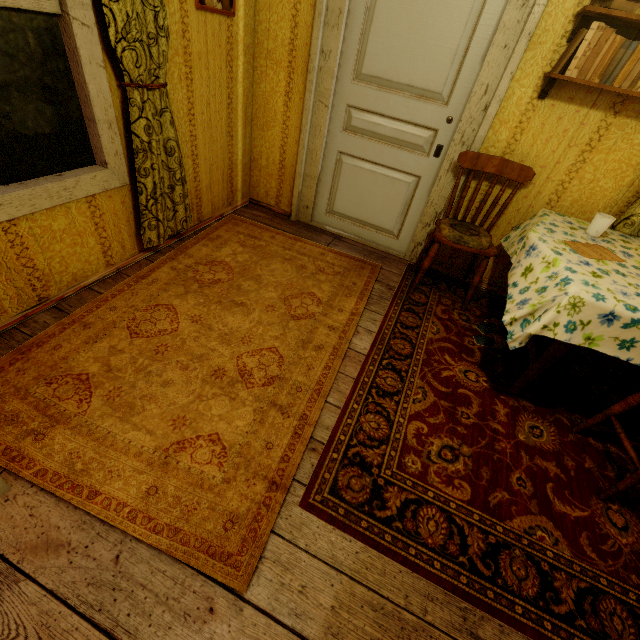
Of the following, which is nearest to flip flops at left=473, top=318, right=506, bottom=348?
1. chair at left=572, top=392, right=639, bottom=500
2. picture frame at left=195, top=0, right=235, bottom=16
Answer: chair at left=572, top=392, right=639, bottom=500

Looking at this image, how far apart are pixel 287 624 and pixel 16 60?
2.68m

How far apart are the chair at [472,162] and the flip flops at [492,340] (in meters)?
0.19

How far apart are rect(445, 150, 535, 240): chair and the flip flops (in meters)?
0.19

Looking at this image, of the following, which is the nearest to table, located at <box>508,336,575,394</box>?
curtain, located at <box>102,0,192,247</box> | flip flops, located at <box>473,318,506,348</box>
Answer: flip flops, located at <box>473,318,506,348</box>

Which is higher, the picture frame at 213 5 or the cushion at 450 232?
the picture frame at 213 5

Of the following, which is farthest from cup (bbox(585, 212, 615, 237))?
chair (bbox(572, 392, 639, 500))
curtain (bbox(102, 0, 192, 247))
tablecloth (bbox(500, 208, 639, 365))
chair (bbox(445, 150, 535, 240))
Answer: curtain (bbox(102, 0, 192, 247))

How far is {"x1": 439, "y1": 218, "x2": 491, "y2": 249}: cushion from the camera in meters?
2.4
